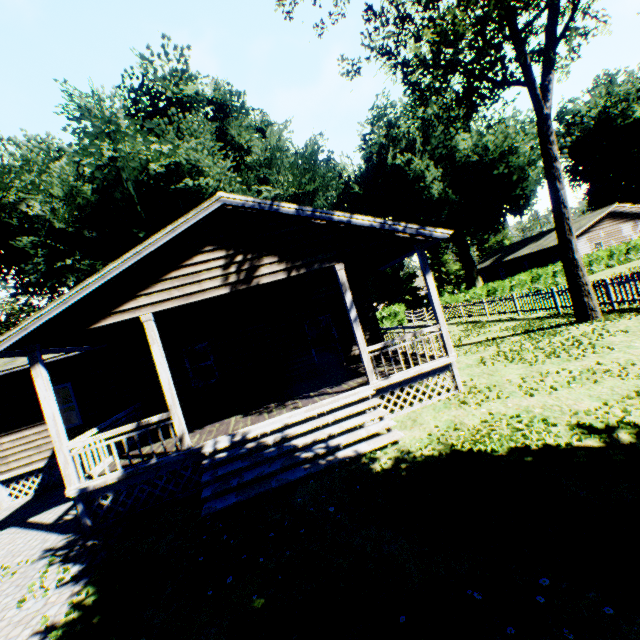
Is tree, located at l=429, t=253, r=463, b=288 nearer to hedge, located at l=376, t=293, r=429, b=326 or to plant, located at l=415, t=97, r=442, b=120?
hedge, located at l=376, t=293, r=429, b=326

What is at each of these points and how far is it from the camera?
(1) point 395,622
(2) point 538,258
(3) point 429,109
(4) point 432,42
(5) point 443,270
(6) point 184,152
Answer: (1) plant, 3.2 meters
(2) house, 38.4 meters
(3) plant, 34.6 meters
(4) tree, 9.0 meters
(5) tree, 59.5 meters
(6) plant, 20.3 meters

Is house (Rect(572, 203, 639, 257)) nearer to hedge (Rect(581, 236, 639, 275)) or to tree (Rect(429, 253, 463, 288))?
hedge (Rect(581, 236, 639, 275))

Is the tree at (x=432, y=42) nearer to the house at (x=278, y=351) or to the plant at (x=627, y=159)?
the plant at (x=627, y=159)

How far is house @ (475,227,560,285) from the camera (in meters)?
36.69

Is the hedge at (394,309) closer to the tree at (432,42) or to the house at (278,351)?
the tree at (432,42)

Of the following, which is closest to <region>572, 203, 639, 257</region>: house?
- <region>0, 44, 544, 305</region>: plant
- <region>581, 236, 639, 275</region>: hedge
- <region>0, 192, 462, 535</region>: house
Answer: <region>581, 236, 639, 275</region>: hedge

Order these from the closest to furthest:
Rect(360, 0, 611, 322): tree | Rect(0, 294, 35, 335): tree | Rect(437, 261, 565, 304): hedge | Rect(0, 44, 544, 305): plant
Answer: Rect(360, 0, 611, 322): tree → Rect(0, 44, 544, 305): plant → Rect(437, 261, 565, 304): hedge → Rect(0, 294, 35, 335): tree
